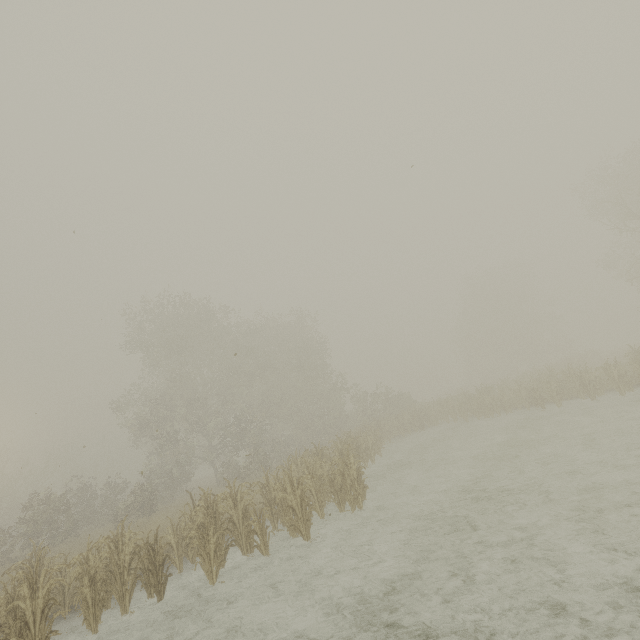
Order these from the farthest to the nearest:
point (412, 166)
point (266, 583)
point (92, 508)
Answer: point (92, 508)
point (412, 166)
point (266, 583)
